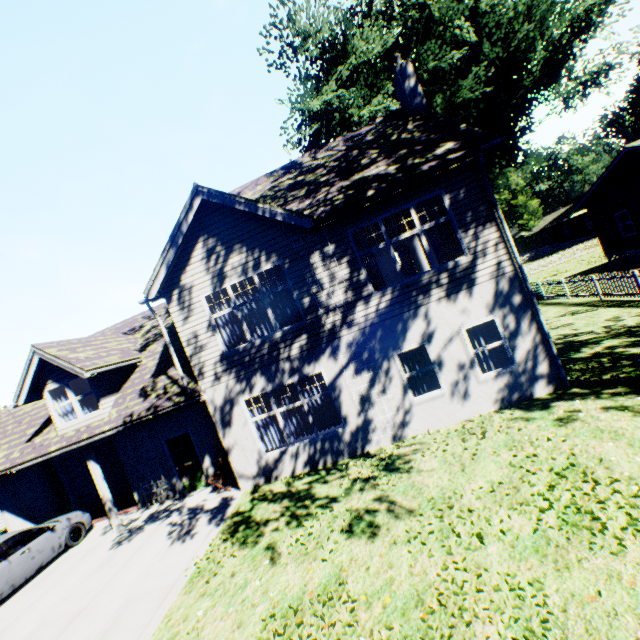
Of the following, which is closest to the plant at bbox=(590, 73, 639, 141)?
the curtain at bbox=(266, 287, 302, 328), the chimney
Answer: the chimney

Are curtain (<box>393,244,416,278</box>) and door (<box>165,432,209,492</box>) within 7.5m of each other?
no

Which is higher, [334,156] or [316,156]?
[316,156]

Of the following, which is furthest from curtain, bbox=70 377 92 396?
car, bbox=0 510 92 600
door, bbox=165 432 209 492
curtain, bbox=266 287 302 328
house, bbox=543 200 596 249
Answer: house, bbox=543 200 596 249

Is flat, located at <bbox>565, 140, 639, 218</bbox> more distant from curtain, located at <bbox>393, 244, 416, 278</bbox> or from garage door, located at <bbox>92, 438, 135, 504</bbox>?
garage door, located at <bbox>92, 438, 135, 504</bbox>

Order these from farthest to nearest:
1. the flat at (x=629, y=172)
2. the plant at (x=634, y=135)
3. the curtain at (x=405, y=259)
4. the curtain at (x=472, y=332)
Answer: the plant at (x=634, y=135) < the curtain at (x=405, y=259) < the flat at (x=629, y=172) < the curtain at (x=472, y=332)

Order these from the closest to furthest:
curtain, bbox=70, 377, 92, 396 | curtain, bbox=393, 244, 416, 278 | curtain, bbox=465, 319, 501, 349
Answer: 1. curtain, bbox=465, 319, 501, 349
2. curtain, bbox=70, 377, 92, 396
3. curtain, bbox=393, 244, 416, 278

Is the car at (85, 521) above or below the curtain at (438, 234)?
below
